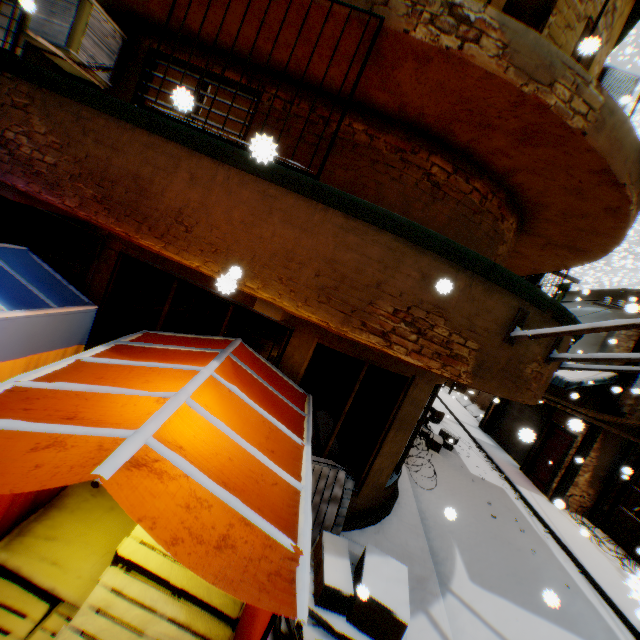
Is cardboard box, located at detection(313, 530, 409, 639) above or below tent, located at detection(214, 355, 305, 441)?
below

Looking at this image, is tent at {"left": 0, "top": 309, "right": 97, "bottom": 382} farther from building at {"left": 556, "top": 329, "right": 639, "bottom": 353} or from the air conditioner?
the air conditioner

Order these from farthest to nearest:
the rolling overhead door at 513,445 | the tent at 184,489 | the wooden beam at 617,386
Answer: the rolling overhead door at 513,445
the wooden beam at 617,386
the tent at 184,489

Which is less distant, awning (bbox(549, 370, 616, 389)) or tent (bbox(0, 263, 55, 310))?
tent (bbox(0, 263, 55, 310))

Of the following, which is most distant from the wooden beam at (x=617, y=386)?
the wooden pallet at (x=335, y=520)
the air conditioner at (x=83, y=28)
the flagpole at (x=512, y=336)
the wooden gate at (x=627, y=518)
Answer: the air conditioner at (x=83, y=28)

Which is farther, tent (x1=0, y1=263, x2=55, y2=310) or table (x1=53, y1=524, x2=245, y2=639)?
tent (x1=0, y1=263, x2=55, y2=310)

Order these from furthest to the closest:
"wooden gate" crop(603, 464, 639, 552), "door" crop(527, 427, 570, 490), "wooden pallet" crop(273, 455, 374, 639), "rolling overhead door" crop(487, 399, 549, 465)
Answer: "rolling overhead door" crop(487, 399, 549, 465) < "door" crop(527, 427, 570, 490) < "wooden gate" crop(603, 464, 639, 552) < "wooden pallet" crop(273, 455, 374, 639)

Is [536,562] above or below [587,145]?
below
